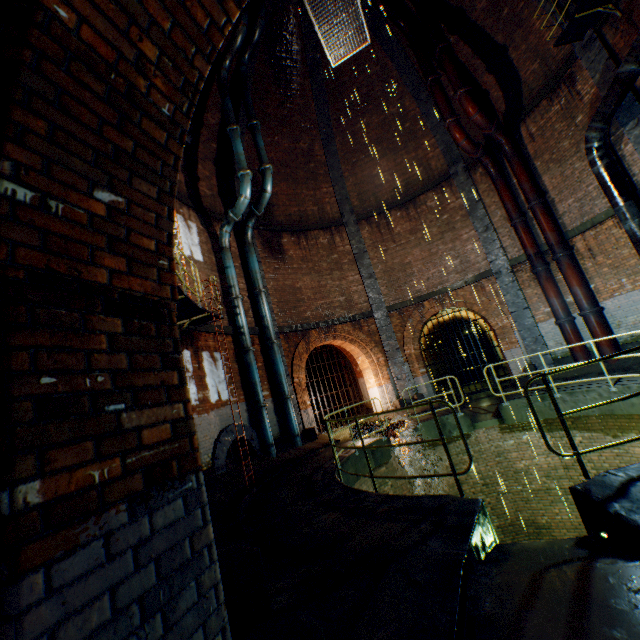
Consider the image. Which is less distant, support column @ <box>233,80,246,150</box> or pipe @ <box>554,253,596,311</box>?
pipe @ <box>554,253,596,311</box>

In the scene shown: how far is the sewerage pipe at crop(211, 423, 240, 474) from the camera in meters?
8.8

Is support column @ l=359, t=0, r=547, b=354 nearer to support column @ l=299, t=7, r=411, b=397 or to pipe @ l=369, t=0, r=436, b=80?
pipe @ l=369, t=0, r=436, b=80

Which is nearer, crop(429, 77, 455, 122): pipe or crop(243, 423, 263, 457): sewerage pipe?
crop(243, 423, 263, 457): sewerage pipe

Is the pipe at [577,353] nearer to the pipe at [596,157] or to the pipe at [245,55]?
the pipe at [596,157]

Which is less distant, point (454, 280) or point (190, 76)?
point (190, 76)

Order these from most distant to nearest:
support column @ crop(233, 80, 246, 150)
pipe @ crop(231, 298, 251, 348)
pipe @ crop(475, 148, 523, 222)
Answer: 1. support column @ crop(233, 80, 246, 150)
2. pipe @ crop(475, 148, 523, 222)
3. pipe @ crop(231, 298, 251, 348)

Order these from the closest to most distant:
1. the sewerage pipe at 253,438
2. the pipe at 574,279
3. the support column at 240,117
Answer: the sewerage pipe at 253,438
the pipe at 574,279
the support column at 240,117
